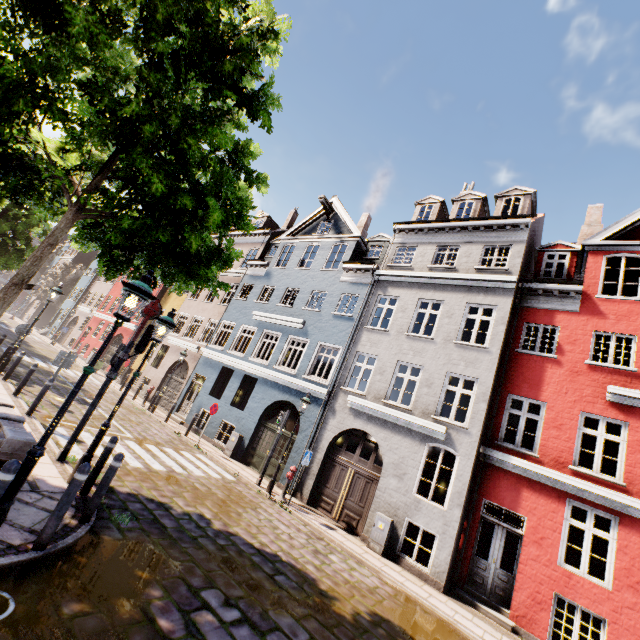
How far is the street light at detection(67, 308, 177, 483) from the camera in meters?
6.5 m

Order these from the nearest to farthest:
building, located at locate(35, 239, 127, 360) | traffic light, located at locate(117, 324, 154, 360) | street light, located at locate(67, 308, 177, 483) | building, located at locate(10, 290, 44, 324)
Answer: street light, located at locate(67, 308, 177, 483)
traffic light, located at locate(117, 324, 154, 360)
building, located at locate(35, 239, 127, 360)
building, located at locate(10, 290, 44, 324)

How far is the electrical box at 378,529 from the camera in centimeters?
1023cm

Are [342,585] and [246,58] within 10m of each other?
no

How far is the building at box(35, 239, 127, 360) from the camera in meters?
30.2 m

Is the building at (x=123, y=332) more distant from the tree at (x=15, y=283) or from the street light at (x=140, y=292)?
the street light at (x=140, y=292)

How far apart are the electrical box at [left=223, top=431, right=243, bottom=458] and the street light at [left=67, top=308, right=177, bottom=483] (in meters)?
8.88

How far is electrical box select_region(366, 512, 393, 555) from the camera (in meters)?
10.23
